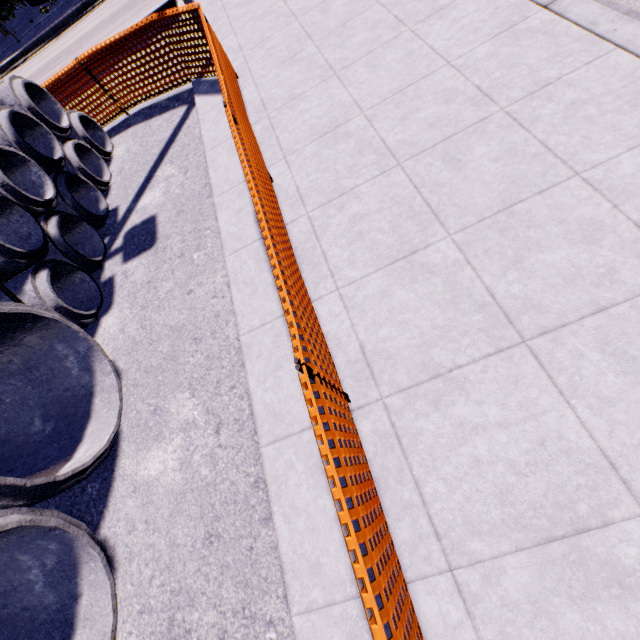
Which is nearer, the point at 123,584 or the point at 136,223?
the point at 123,584
